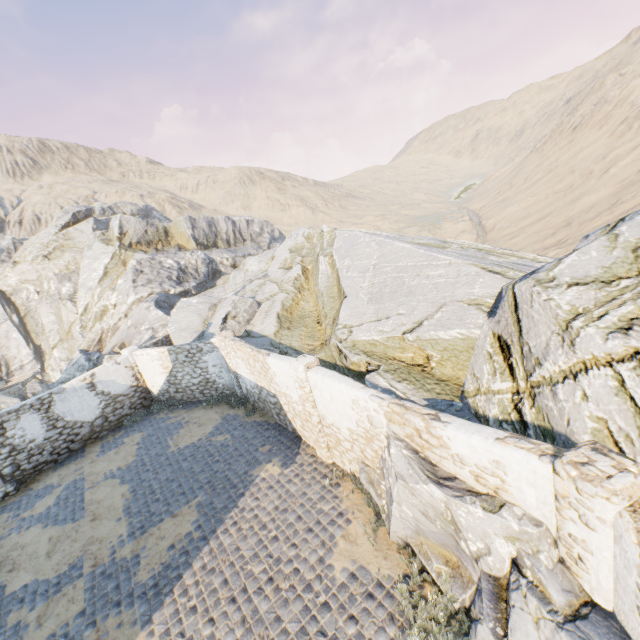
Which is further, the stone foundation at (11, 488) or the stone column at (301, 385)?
the stone foundation at (11, 488)

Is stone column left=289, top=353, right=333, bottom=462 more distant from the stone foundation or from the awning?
the awning

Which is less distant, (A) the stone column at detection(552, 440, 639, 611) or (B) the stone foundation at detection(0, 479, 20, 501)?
(A) the stone column at detection(552, 440, 639, 611)

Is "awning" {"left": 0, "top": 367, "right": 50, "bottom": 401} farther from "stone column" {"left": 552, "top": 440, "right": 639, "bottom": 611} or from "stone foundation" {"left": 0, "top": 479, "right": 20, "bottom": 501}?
"stone column" {"left": 552, "top": 440, "right": 639, "bottom": 611}

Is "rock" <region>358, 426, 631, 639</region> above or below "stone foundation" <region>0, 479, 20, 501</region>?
above

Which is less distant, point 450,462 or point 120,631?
point 450,462

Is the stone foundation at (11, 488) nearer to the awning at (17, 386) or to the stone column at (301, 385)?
the awning at (17, 386)

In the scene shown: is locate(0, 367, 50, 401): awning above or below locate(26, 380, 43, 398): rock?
above
